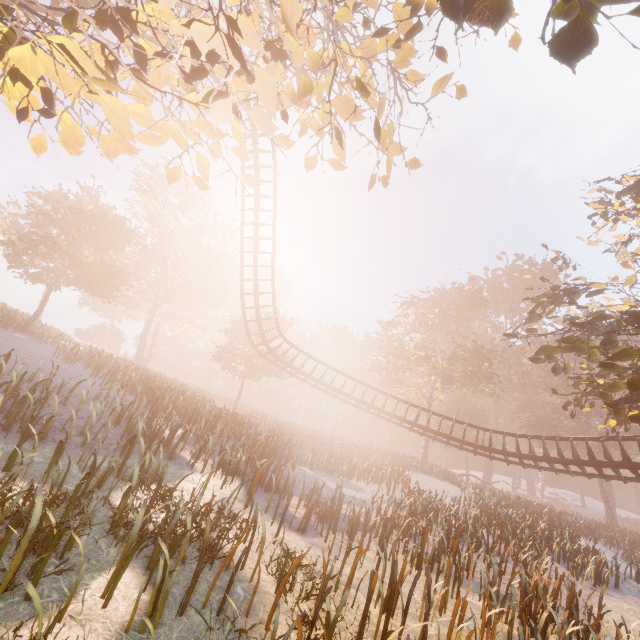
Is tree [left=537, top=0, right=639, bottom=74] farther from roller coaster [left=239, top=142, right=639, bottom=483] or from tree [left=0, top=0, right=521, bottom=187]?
roller coaster [left=239, top=142, right=639, bottom=483]

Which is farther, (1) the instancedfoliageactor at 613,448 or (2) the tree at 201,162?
(1) the instancedfoliageactor at 613,448

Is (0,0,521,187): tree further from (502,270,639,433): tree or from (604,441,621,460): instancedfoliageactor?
(604,441,621,460): instancedfoliageactor

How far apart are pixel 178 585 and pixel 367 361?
43.7m

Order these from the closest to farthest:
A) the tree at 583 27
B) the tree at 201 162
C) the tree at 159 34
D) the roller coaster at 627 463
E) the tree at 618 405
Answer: the tree at 583 27, the tree at 159 34, the tree at 201 162, the tree at 618 405, the roller coaster at 627 463

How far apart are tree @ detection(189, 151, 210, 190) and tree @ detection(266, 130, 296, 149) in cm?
138

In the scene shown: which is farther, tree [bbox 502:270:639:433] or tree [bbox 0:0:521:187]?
tree [bbox 502:270:639:433]

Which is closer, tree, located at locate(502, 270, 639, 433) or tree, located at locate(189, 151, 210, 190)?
tree, located at locate(189, 151, 210, 190)
